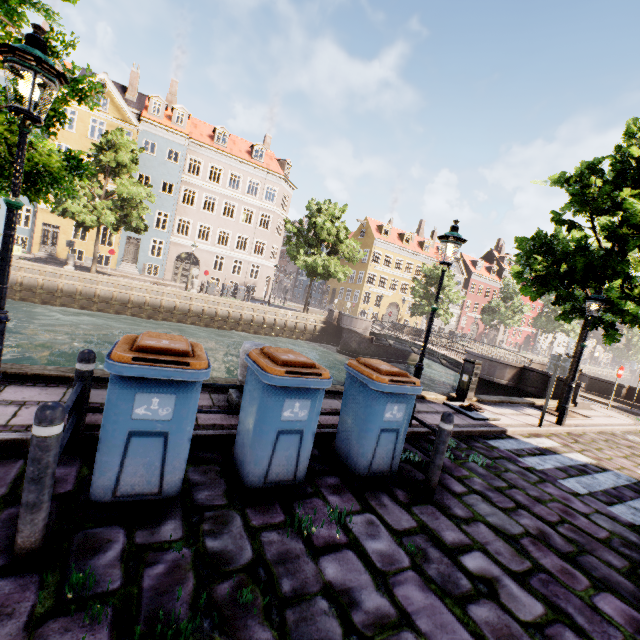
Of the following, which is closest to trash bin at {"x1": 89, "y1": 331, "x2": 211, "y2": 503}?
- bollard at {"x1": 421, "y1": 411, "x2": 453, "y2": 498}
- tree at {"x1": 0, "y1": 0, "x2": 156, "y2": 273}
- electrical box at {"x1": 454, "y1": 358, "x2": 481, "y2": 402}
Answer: tree at {"x1": 0, "y1": 0, "x2": 156, "y2": 273}

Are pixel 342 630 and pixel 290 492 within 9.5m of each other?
yes

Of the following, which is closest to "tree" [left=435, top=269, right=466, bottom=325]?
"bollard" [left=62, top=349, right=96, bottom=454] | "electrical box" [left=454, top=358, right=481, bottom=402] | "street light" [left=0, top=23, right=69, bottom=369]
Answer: "street light" [left=0, top=23, right=69, bottom=369]

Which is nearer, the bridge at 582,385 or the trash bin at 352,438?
the trash bin at 352,438

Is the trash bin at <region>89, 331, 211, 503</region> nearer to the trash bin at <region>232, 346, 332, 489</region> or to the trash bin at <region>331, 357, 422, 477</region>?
the trash bin at <region>232, 346, 332, 489</region>

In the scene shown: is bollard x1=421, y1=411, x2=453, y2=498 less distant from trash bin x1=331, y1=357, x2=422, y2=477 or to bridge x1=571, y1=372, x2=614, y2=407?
trash bin x1=331, y1=357, x2=422, y2=477

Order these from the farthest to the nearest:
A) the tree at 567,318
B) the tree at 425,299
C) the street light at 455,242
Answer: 1. the tree at 425,299
2. the tree at 567,318
3. the street light at 455,242

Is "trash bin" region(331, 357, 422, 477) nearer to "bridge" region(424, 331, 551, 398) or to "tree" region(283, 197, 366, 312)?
"tree" region(283, 197, 366, 312)
